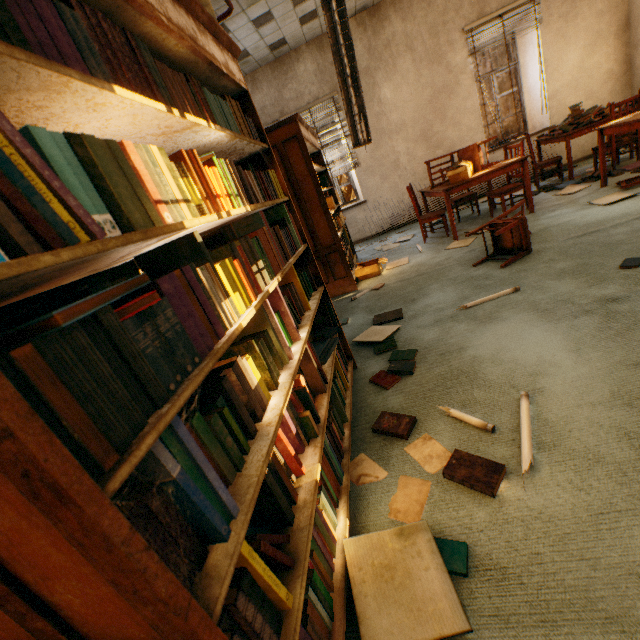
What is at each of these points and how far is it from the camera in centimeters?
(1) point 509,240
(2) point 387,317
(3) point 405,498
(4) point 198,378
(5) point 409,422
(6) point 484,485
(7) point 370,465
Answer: (1) chair, 344cm
(2) book, 316cm
(3) paper, 142cm
(4) book, 71cm
(5) book, 177cm
(6) book, 130cm
(7) paper, 165cm

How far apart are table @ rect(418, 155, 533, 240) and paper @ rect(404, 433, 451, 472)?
3.8 meters

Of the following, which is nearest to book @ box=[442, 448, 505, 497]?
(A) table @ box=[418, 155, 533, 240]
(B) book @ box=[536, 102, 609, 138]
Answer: (A) table @ box=[418, 155, 533, 240]

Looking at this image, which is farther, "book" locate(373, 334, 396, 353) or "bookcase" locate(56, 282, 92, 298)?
"book" locate(373, 334, 396, 353)

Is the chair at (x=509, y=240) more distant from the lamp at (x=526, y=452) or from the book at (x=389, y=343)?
the lamp at (x=526, y=452)

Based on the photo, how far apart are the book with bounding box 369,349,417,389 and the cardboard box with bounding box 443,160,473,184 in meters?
3.0 m

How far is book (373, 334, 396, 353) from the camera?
2.6m

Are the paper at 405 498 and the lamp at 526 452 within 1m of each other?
yes
